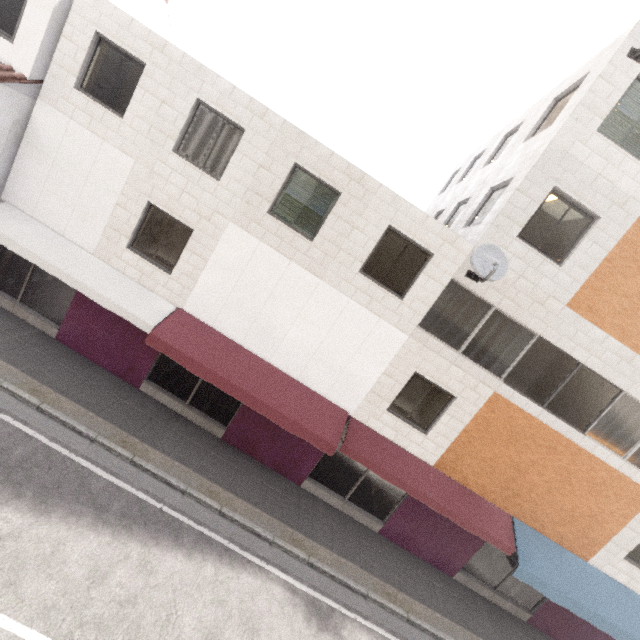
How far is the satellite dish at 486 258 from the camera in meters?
8.0

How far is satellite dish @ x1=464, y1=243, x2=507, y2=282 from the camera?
8.0m

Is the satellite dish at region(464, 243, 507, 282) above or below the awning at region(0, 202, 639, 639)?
above

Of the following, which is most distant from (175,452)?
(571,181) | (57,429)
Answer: (571,181)

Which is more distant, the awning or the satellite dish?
the awning

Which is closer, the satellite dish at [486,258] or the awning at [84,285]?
the satellite dish at [486,258]
